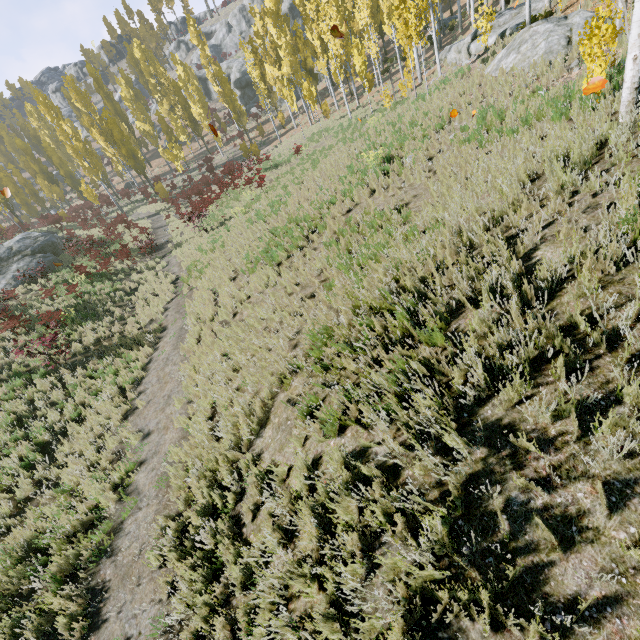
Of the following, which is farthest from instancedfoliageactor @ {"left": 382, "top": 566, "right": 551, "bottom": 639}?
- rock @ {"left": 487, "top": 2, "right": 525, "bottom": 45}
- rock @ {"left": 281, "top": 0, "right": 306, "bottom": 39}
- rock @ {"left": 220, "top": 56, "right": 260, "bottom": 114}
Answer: rock @ {"left": 281, "top": 0, "right": 306, "bottom": 39}

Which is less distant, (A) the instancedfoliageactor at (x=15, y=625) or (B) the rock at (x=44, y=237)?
(A) the instancedfoliageactor at (x=15, y=625)

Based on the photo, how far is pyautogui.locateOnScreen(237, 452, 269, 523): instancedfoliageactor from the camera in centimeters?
444cm

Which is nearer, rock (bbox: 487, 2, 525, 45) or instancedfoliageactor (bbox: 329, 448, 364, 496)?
instancedfoliageactor (bbox: 329, 448, 364, 496)

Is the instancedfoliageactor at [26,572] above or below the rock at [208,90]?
below

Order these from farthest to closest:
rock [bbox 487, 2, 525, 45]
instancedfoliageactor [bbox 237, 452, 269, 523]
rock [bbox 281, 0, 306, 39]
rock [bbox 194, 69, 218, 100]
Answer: rock [bbox 194, 69, 218, 100]
rock [bbox 281, 0, 306, 39]
rock [bbox 487, 2, 525, 45]
instancedfoliageactor [bbox 237, 452, 269, 523]

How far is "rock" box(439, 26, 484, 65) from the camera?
18.2m

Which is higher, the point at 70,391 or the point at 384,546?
the point at 384,546
